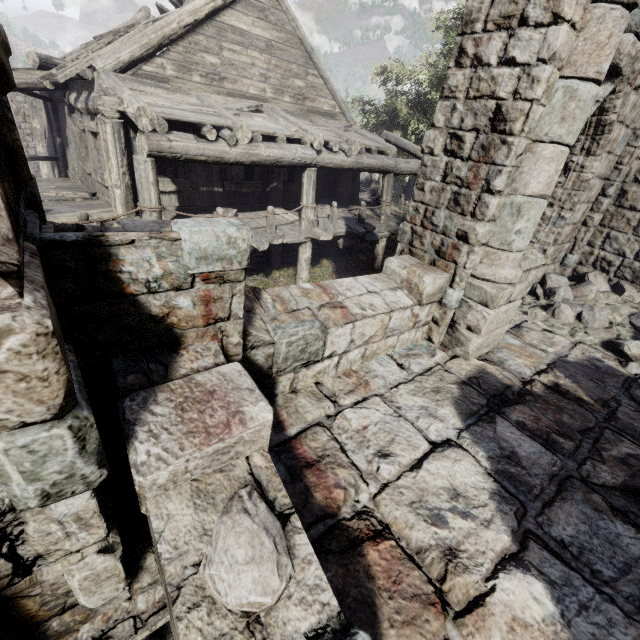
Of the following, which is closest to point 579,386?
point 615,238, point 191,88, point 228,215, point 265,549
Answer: point 615,238

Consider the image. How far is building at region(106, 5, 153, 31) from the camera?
13.70m

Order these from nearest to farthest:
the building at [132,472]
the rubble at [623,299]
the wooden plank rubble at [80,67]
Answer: the building at [132,472]
the rubble at [623,299]
the wooden plank rubble at [80,67]

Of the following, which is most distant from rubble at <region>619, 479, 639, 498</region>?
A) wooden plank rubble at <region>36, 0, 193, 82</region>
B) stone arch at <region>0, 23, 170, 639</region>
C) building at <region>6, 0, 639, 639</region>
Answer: wooden plank rubble at <region>36, 0, 193, 82</region>

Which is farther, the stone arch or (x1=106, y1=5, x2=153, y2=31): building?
(x1=106, y1=5, x2=153, y2=31): building

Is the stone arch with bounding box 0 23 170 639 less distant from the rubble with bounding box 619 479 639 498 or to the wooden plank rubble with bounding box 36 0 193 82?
the rubble with bounding box 619 479 639 498

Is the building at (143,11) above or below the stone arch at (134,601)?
above
